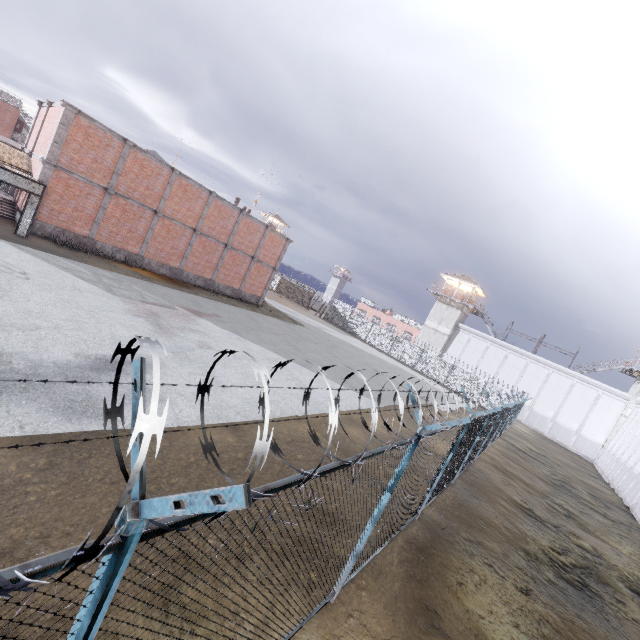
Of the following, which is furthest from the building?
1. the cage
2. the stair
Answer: the stair

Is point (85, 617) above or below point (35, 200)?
above

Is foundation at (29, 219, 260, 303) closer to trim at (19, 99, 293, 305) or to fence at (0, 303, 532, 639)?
trim at (19, 99, 293, 305)

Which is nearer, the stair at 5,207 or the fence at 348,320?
the fence at 348,320

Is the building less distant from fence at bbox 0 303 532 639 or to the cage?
fence at bbox 0 303 532 639

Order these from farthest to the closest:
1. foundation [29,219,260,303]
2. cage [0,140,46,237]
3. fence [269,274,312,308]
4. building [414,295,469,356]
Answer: fence [269,274,312,308] < building [414,295,469,356] < foundation [29,219,260,303] < cage [0,140,46,237]

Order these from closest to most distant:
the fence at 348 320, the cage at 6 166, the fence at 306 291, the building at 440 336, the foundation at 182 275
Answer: the fence at 348 320 → the cage at 6 166 → the foundation at 182 275 → the building at 440 336 → the fence at 306 291

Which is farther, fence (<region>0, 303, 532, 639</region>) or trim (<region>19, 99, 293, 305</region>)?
trim (<region>19, 99, 293, 305</region>)
